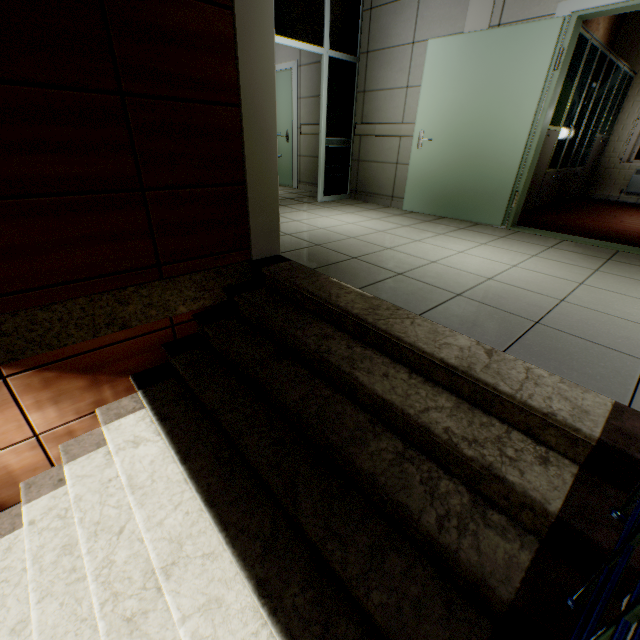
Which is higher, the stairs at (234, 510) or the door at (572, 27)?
the door at (572, 27)

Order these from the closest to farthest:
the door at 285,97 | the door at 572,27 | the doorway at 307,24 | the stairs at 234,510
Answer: the stairs at 234,510, the door at 572,27, the doorway at 307,24, the door at 285,97

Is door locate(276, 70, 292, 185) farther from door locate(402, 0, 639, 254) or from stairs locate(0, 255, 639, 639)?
stairs locate(0, 255, 639, 639)

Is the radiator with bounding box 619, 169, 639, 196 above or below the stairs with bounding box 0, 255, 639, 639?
above

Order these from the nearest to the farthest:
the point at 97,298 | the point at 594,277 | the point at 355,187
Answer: the point at 97,298
the point at 594,277
the point at 355,187

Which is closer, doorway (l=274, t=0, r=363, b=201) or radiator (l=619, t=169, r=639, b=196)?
doorway (l=274, t=0, r=363, b=201)

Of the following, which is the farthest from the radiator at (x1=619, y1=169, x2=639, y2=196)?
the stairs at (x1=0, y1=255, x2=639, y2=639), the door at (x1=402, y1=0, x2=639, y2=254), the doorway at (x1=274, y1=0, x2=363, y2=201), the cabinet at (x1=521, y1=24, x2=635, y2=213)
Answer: the stairs at (x1=0, y1=255, x2=639, y2=639)

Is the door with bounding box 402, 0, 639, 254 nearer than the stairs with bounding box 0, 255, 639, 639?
No
